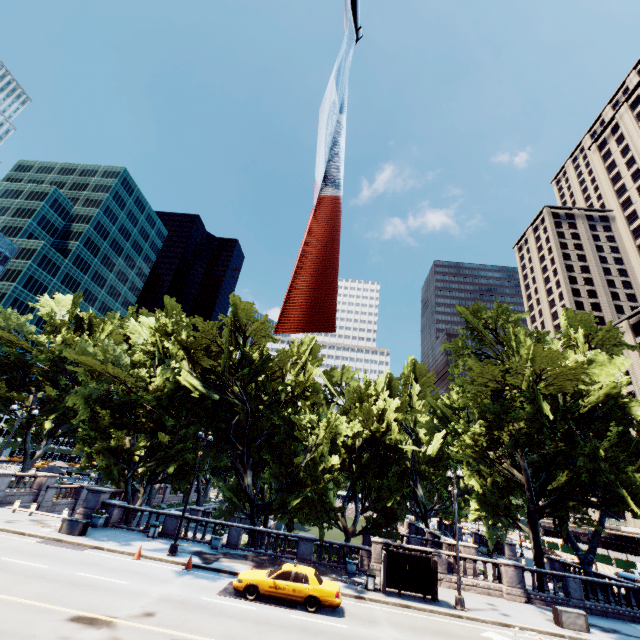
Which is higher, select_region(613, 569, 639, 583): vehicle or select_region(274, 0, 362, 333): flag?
select_region(274, 0, 362, 333): flag

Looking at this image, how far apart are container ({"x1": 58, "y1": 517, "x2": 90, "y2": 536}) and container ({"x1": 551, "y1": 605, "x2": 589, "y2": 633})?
29.30m

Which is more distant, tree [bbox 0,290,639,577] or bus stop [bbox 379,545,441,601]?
tree [bbox 0,290,639,577]

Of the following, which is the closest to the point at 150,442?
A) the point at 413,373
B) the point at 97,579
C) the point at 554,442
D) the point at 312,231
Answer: the point at 97,579

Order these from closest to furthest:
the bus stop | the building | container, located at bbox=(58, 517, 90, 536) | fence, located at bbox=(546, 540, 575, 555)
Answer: the bus stop
container, located at bbox=(58, 517, 90, 536)
fence, located at bbox=(546, 540, 575, 555)
the building

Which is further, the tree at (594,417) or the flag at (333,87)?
the tree at (594,417)

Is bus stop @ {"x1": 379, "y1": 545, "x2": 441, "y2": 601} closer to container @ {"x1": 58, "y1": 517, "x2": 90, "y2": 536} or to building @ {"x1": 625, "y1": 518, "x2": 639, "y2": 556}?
container @ {"x1": 58, "y1": 517, "x2": 90, "y2": 536}

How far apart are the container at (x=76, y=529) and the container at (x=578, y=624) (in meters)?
29.30
